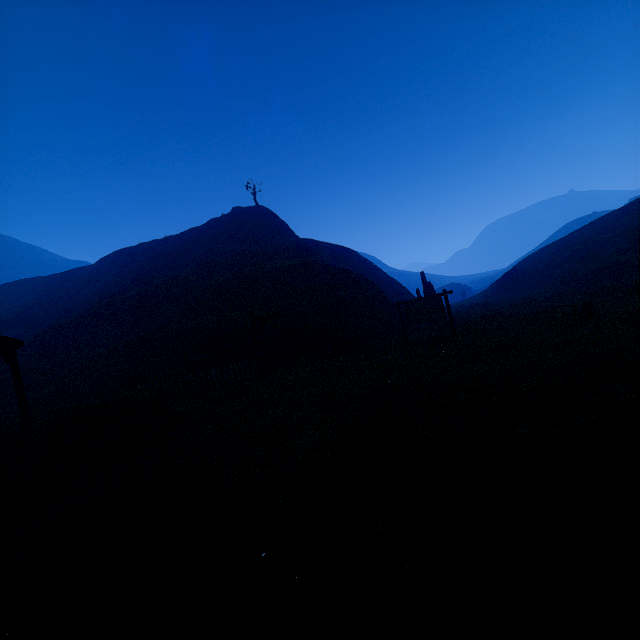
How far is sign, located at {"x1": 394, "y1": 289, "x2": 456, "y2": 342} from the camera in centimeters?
1455cm

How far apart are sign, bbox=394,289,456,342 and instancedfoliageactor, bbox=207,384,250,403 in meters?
8.5

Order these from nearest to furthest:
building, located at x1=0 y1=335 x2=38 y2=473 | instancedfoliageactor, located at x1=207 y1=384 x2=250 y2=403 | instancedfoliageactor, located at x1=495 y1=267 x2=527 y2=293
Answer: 1. building, located at x1=0 y1=335 x2=38 y2=473
2. instancedfoliageactor, located at x1=207 y1=384 x2=250 y2=403
3. instancedfoliageactor, located at x1=495 y1=267 x2=527 y2=293

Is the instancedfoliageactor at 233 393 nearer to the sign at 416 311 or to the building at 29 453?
the building at 29 453

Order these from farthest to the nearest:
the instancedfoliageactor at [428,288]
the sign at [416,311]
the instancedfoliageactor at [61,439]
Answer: the instancedfoliageactor at [428,288] → the sign at [416,311] → the instancedfoliageactor at [61,439]

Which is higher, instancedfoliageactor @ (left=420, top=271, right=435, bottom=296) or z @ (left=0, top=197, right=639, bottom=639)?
instancedfoliageactor @ (left=420, top=271, right=435, bottom=296)

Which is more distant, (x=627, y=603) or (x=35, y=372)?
(x=35, y=372)

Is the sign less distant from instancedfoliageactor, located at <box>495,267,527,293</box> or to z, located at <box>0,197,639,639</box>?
z, located at <box>0,197,639,639</box>
